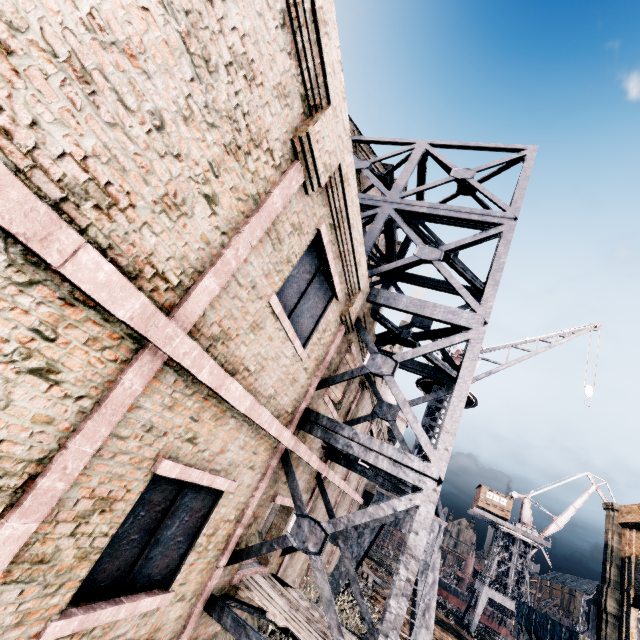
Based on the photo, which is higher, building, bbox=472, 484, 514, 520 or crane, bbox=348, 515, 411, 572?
building, bbox=472, 484, 514, 520

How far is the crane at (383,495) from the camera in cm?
1383

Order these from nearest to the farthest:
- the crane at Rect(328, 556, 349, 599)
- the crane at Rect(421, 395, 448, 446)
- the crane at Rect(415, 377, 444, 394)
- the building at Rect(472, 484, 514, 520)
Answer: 1. the crane at Rect(328, 556, 349, 599)
2. the crane at Rect(421, 395, 448, 446)
3. the crane at Rect(415, 377, 444, 394)
4. the building at Rect(472, 484, 514, 520)

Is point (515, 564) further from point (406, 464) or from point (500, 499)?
point (406, 464)

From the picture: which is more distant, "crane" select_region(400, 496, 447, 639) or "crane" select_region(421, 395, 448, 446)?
"crane" select_region(421, 395, 448, 446)

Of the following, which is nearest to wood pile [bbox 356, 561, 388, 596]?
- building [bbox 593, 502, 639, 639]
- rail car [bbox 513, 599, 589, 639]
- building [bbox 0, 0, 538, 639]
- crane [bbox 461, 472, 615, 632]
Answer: building [bbox 0, 0, 538, 639]

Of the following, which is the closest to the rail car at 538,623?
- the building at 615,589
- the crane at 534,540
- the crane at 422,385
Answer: the crane at 422,385

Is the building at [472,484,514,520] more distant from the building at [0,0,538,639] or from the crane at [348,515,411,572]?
the crane at [348,515,411,572]
